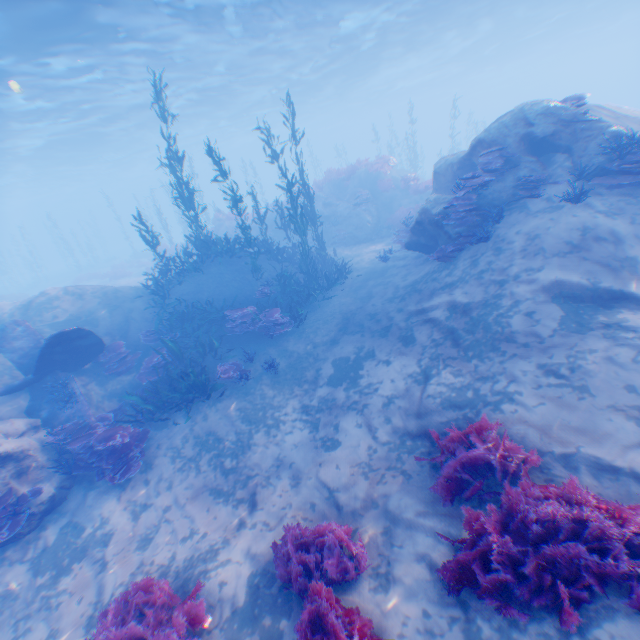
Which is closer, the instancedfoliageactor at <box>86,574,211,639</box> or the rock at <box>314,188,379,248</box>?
the instancedfoliageactor at <box>86,574,211,639</box>

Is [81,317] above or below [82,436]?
above

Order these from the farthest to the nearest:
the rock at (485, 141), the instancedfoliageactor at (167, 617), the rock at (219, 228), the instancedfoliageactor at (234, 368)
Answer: the rock at (219, 228)
the instancedfoliageactor at (234, 368)
the rock at (485, 141)
the instancedfoliageactor at (167, 617)

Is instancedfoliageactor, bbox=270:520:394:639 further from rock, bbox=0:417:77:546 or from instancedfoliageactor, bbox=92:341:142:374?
instancedfoliageactor, bbox=92:341:142:374

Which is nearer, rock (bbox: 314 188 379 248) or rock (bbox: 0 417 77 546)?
rock (bbox: 0 417 77 546)

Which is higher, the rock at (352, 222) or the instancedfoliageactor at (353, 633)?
the rock at (352, 222)

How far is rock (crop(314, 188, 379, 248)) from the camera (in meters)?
19.53

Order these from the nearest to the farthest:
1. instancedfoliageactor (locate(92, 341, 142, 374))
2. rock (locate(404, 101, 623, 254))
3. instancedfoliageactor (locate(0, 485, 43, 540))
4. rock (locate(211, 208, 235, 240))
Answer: instancedfoliageactor (locate(0, 485, 43, 540)) < rock (locate(404, 101, 623, 254)) < instancedfoliageactor (locate(92, 341, 142, 374)) < rock (locate(211, 208, 235, 240))
